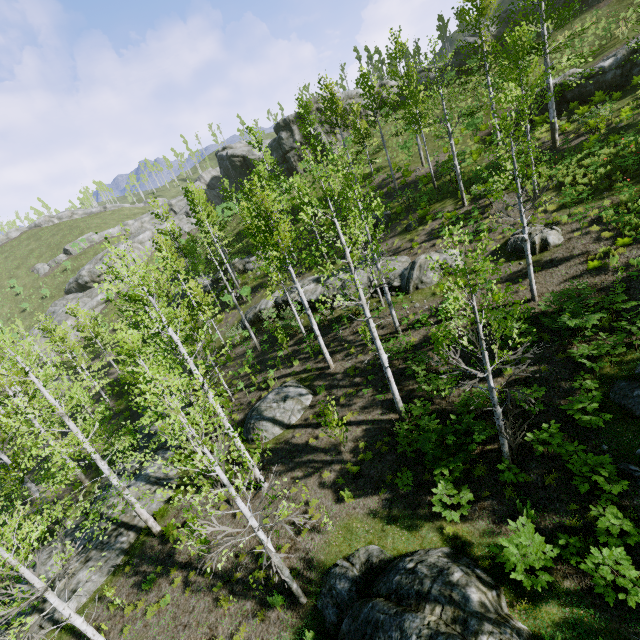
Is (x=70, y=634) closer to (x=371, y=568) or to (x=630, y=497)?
(x=371, y=568)

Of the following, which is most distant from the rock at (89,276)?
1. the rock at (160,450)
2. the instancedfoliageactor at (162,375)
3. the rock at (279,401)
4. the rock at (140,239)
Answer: the rock at (279,401)

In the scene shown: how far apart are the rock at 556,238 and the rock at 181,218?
53.0 meters

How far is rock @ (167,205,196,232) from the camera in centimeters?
5638cm

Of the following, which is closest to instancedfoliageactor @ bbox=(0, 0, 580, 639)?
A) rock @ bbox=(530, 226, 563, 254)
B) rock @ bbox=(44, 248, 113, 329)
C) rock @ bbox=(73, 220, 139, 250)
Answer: rock @ bbox=(44, 248, 113, 329)

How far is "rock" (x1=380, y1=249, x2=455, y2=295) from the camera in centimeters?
1733cm

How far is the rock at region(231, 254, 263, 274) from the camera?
32.1 meters

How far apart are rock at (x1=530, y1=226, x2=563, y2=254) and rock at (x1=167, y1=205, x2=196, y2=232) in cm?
5300
